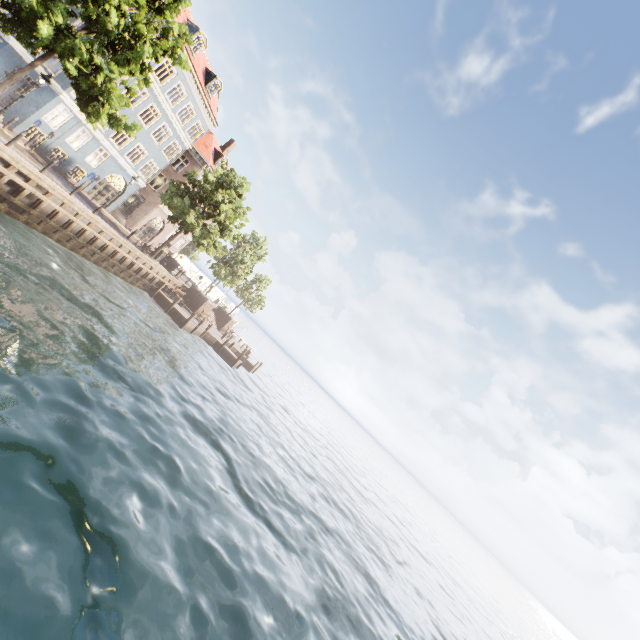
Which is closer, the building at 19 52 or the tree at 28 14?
the tree at 28 14

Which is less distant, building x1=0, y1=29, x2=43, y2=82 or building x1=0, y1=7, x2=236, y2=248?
building x1=0, y1=29, x2=43, y2=82

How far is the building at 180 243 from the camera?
39.03m

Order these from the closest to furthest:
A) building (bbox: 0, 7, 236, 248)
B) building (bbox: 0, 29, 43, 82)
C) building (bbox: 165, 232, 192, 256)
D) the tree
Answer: the tree → building (bbox: 0, 29, 43, 82) → building (bbox: 0, 7, 236, 248) → building (bbox: 165, 232, 192, 256)

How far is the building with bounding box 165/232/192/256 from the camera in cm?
3903

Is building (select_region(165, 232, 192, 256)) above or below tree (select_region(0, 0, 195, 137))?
below

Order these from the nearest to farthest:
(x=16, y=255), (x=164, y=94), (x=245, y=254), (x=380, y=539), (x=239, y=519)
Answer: (x=239, y=519) → (x=16, y=255) → (x=380, y=539) → (x=164, y=94) → (x=245, y=254)
